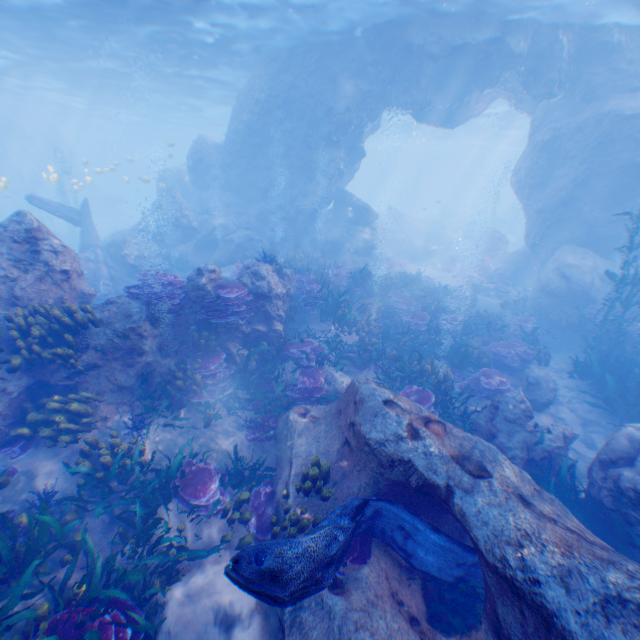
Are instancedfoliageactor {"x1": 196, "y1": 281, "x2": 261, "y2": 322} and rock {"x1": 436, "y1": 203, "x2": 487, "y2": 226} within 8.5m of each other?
no

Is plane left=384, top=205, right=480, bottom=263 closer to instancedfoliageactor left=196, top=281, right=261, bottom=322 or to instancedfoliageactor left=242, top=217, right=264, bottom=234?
instancedfoliageactor left=242, top=217, right=264, bottom=234

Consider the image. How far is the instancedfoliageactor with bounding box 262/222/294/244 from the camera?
20.27m

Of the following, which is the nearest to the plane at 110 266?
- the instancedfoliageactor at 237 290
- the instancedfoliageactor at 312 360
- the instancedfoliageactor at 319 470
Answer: the instancedfoliageactor at 312 360

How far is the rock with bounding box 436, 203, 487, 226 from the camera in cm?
4757

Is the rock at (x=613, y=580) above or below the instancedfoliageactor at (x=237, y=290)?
below

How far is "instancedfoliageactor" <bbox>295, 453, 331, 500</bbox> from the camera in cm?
547

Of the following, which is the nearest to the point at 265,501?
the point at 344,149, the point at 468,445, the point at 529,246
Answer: the point at 468,445
